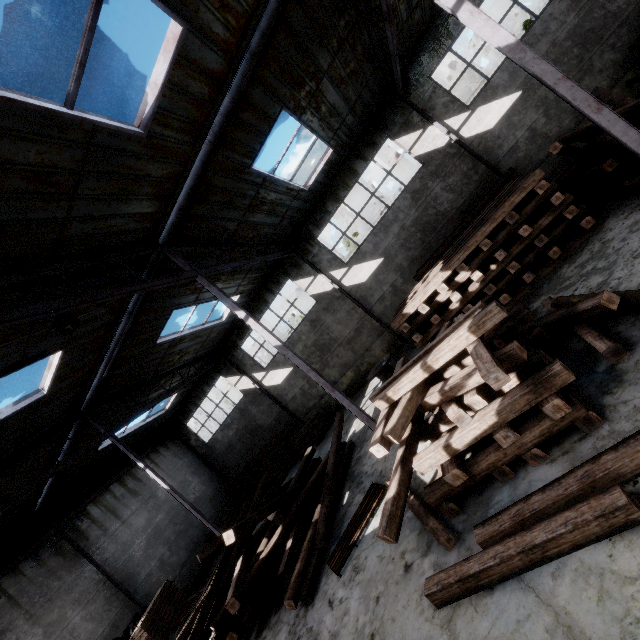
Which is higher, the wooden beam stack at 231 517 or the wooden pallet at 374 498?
the wooden beam stack at 231 517

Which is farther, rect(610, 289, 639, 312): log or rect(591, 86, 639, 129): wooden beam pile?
rect(591, 86, 639, 129): wooden beam pile

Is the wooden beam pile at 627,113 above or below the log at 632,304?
above

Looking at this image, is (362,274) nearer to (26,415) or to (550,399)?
(550,399)

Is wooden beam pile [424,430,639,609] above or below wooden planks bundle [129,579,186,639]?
below

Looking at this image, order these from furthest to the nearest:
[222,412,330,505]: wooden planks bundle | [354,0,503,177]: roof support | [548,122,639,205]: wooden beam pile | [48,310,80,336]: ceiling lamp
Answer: [222,412,330,505]: wooden planks bundle < [354,0,503,177]: roof support < [548,122,639,205]: wooden beam pile < [48,310,80,336]: ceiling lamp

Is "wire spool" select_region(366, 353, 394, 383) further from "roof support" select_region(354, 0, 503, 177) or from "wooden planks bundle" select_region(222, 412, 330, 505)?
"roof support" select_region(354, 0, 503, 177)

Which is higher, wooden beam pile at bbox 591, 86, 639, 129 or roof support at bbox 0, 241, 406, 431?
roof support at bbox 0, 241, 406, 431
